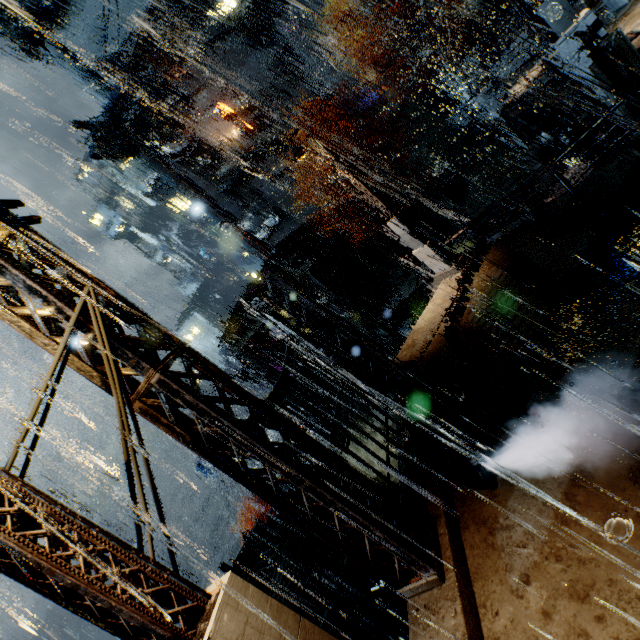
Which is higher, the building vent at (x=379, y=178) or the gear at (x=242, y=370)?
the building vent at (x=379, y=178)

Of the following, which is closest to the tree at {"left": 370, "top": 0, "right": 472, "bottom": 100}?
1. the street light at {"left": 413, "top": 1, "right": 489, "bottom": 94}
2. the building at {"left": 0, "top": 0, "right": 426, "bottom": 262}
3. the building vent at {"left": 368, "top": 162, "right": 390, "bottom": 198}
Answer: the building at {"left": 0, "top": 0, "right": 426, "bottom": 262}

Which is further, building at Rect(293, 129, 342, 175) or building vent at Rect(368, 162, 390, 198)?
building at Rect(293, 129, 342, 175)

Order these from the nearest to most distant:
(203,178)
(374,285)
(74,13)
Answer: (374,285), (74,13), (203,178)

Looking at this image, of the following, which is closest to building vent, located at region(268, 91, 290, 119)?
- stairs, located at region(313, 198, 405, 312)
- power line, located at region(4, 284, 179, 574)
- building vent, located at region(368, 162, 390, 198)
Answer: stairs, located at region(313, 198, 405, 312)

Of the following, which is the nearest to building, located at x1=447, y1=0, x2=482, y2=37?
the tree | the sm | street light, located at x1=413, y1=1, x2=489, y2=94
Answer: the sm

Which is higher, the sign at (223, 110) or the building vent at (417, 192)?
the sign at (223, 110)
